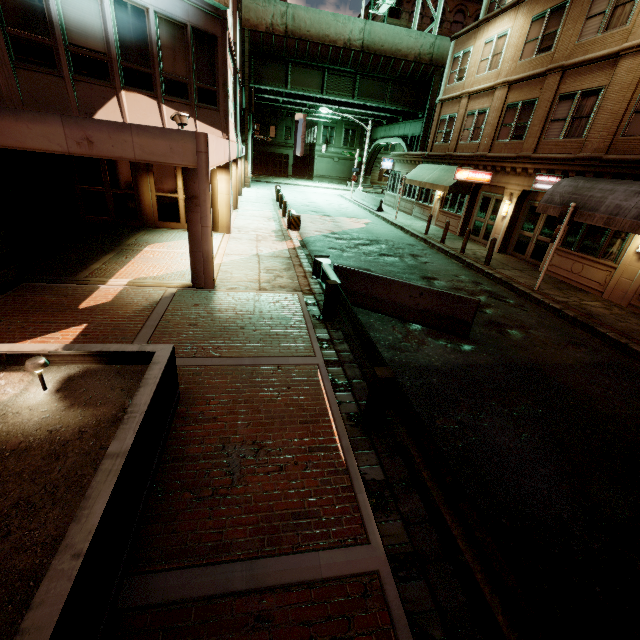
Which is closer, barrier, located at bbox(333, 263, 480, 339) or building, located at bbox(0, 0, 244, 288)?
building, located at bbox(0, 0, 244, 288)

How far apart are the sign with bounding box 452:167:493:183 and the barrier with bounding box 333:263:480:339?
12.0 meters

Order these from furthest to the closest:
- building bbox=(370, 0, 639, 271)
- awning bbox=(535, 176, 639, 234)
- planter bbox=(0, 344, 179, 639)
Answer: building bbox=(370, 0, 639, 271)
awning bbox=(535, 176, 639, 234)
planter bbox=(0, 344, 179, 639)

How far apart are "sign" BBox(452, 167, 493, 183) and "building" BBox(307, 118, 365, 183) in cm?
3982

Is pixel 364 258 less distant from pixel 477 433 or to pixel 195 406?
pixel 477 433

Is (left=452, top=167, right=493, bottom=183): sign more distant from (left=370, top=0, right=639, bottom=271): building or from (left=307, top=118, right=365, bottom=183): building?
(left=307, top=118, right=365, bottom=183): building

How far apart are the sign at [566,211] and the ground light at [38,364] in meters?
13.9 m

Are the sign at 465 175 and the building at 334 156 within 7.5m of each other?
no
